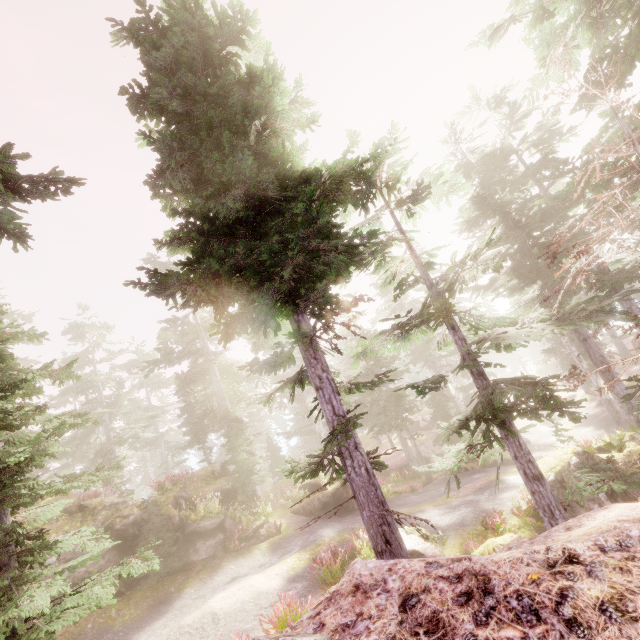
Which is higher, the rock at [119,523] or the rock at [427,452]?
the rock at [119,523]

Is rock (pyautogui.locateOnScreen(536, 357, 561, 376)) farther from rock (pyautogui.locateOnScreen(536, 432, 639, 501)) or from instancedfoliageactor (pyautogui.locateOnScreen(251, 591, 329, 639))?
rock (pyautogui.locateOnScreen(536, 432, 639, 501))

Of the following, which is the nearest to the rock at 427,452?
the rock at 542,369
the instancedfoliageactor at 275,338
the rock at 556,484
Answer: the instancedfoliageactor at 275,338

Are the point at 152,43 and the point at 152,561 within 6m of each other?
no

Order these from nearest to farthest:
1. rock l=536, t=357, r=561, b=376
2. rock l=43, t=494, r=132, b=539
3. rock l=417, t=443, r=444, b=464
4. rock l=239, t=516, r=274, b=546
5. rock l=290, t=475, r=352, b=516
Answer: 1. rock l=43, t=494, r=132, b=539
2. rock l=239, t=516, r=274, b=546
3. rock l=290, t=475, r=352, b=516
4. rock l=417, t=443, r=444, b=464
5. rock l=536, t=357, r=561, b=376

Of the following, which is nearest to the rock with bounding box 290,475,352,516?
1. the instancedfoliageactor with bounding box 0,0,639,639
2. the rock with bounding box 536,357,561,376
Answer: the instancedfoliageactor with bounding box 0,0,639,639

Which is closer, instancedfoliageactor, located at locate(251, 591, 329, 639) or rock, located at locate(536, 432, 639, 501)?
instancedfoliageactor, located at locate(251, 591, 329, 639)

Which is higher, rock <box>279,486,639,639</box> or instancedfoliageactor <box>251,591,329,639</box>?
rock <box>279,486,639,639</box>
